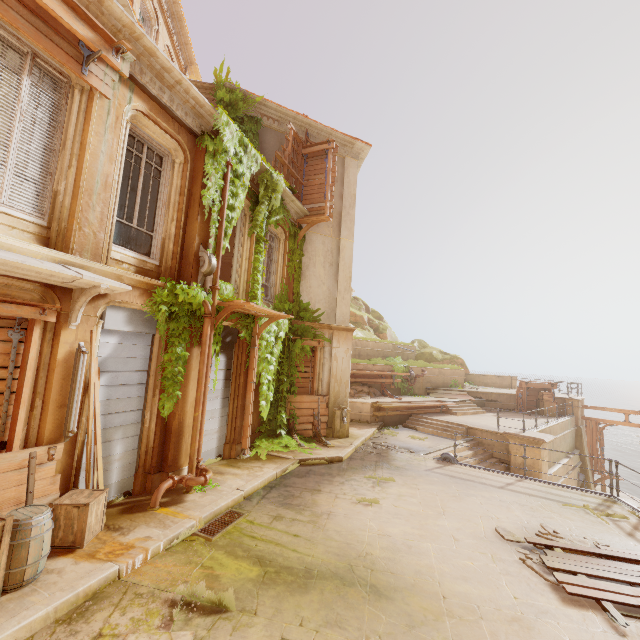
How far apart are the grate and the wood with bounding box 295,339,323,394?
5.99m

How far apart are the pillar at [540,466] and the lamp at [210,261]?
13.4 meters

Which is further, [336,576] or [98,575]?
[336,576]

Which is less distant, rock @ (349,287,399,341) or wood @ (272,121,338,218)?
wood @ (272,121,338,218)

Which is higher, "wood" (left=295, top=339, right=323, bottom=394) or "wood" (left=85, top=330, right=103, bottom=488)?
"wood" (left=85, top=330, right=103, bottom=488)

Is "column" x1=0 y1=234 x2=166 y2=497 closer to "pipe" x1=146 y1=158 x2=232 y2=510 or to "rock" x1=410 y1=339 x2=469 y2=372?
"pipe" x1=146 y1=158 x2=232 y2=510

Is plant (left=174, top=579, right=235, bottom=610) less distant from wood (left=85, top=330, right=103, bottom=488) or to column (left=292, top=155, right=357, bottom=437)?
wood (left=85, top=330, right=103, bottom=488)

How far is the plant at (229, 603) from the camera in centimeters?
416cm
